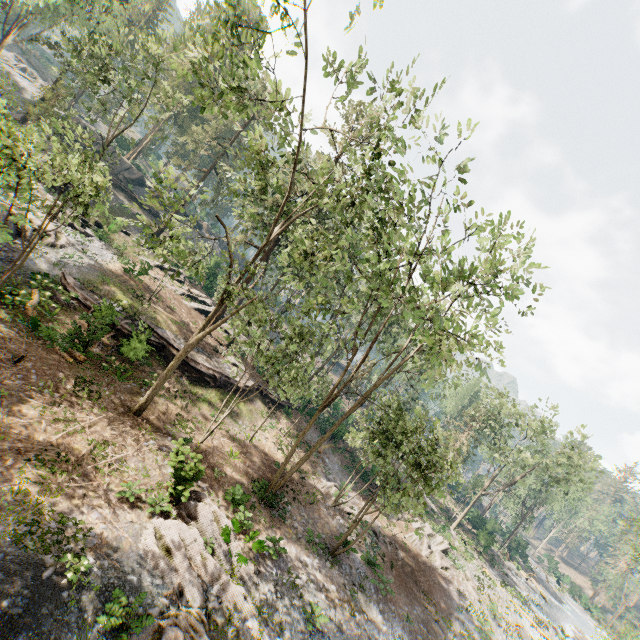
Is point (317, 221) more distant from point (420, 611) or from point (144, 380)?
point (420, 611)

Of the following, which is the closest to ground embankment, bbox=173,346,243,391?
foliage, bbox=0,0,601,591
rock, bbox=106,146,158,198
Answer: foliage, bbox=0,0,601,591

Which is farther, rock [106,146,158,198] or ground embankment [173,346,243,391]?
rock [106,146,158,198]

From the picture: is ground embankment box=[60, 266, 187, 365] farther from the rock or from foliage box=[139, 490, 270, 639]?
the rock

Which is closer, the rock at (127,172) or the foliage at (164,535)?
the foliage at (164,535)

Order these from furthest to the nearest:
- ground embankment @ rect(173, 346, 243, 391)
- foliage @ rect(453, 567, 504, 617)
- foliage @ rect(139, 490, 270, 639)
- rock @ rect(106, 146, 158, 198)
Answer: rock @ rect(106, 146, 158, 198), foliage @ rect(453, 567, 504, 617), ground embankment @ rect(173, 346, 243, 391), foliage @ rect(139, 490, 270, 639)

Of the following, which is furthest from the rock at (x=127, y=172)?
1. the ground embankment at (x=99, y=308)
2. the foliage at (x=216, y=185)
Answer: the ground embankment at (x=99, y=308)
